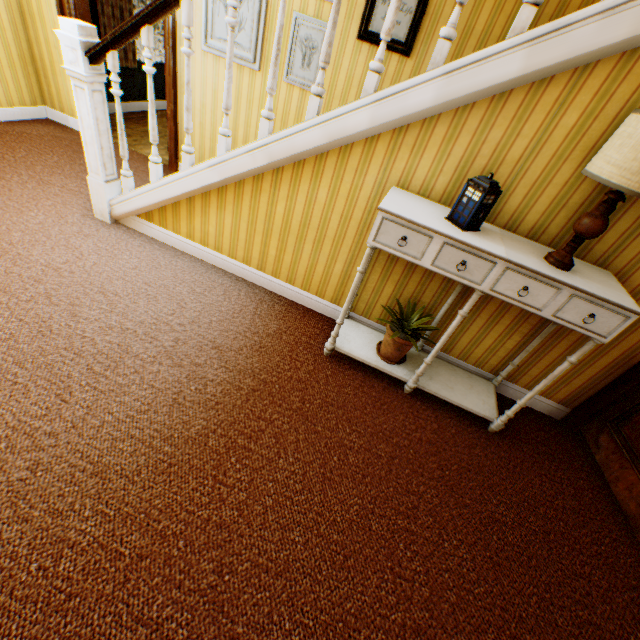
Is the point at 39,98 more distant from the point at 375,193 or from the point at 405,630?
the point at 405,630

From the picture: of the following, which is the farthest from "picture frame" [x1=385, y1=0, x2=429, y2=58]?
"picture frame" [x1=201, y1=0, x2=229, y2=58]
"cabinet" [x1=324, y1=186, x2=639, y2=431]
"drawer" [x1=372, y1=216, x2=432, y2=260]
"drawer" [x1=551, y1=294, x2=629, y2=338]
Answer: "drawer" [x1=551, y1=294, x2=629, y2=338]

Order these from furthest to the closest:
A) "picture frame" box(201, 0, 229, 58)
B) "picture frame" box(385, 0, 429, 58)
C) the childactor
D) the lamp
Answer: "picture frame" box(201, 0, 229, 58)
"picture frame" box(385, 0, 429, 58)
the childactor
the lamp

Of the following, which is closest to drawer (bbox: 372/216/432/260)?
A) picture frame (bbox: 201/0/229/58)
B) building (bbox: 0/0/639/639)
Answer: building (bbox: 0/0/639/639)

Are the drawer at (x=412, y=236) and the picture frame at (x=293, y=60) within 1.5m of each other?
no

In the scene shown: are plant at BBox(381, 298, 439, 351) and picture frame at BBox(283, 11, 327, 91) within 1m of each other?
no

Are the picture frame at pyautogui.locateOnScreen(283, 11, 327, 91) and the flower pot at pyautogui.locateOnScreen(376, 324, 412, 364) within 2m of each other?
no

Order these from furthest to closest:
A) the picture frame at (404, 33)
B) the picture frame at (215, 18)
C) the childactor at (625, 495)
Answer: the picture frame at (215, 18) < the picture frame at (404, 33) < the childactor at (625, 495)
